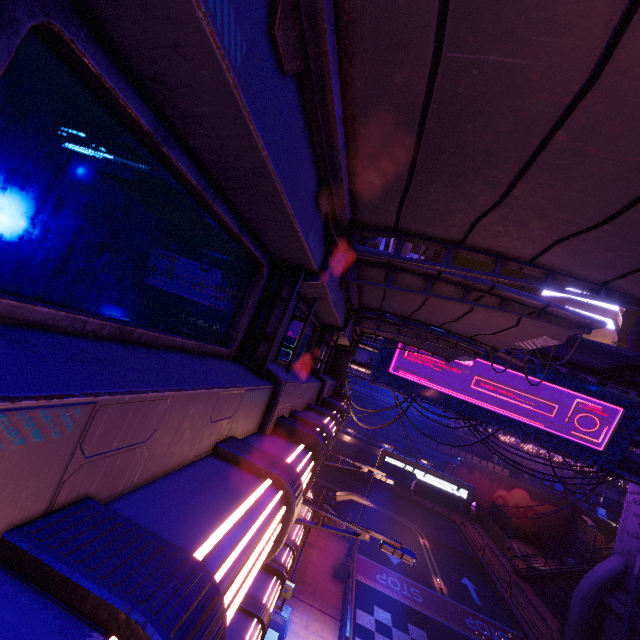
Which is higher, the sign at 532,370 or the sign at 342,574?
the sign at 532,370

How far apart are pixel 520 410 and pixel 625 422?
5.05m

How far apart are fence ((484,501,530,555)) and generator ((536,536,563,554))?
5.1m

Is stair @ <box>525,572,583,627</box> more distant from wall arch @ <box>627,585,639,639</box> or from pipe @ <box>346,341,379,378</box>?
pipe @ <box>346,341,379,378</box>

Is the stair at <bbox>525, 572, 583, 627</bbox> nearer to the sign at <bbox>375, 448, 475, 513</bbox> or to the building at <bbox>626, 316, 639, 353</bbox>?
the sign at <bbox>375, 448, 475, 513</bbox>

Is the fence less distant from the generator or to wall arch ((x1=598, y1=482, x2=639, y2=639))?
the generator

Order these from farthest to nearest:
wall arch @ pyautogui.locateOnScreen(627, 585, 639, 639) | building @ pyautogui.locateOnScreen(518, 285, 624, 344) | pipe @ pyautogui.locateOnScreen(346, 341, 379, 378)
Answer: building @ pyautogui.locateOnScreen(518, 285, 624, 344) < pipe @ pyautogui.locateOnScreen(346, 341, 379, 378) < wall arch @ pyautogui.locateOnScreen(627, 585, 639, 639)

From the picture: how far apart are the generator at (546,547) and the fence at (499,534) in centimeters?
512cm
